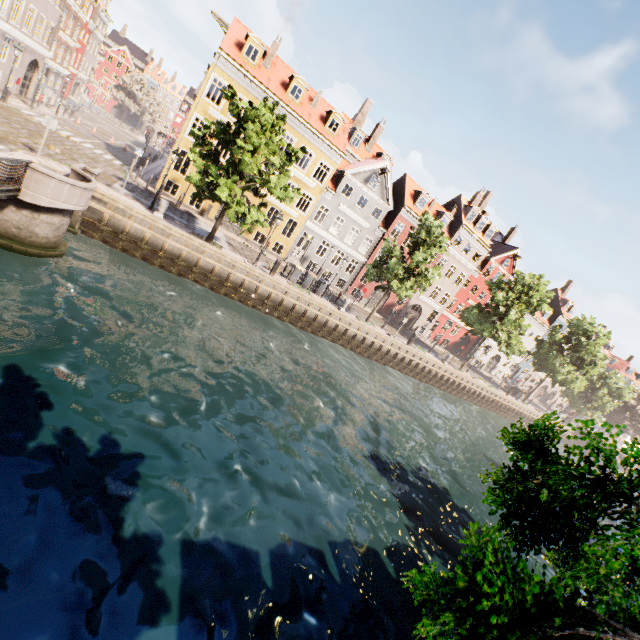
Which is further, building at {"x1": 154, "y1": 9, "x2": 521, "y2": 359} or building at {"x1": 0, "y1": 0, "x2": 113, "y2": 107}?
building at {"x1": 154, "y1": 9, "x2": 521, "y2": 359}

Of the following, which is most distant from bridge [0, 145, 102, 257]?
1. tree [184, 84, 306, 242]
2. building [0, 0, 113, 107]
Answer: building [0, 0, 113, 107]

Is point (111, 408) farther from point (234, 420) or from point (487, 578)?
point (487, 578)

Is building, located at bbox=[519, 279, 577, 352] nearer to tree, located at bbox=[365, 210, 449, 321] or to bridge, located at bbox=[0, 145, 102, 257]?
tree, located at bbox=[365, 210, 449, 321]

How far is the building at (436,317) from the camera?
24.28m

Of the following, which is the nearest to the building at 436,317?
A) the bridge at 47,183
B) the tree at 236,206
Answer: the tree at 236,206

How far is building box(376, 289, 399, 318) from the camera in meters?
37.2 m
